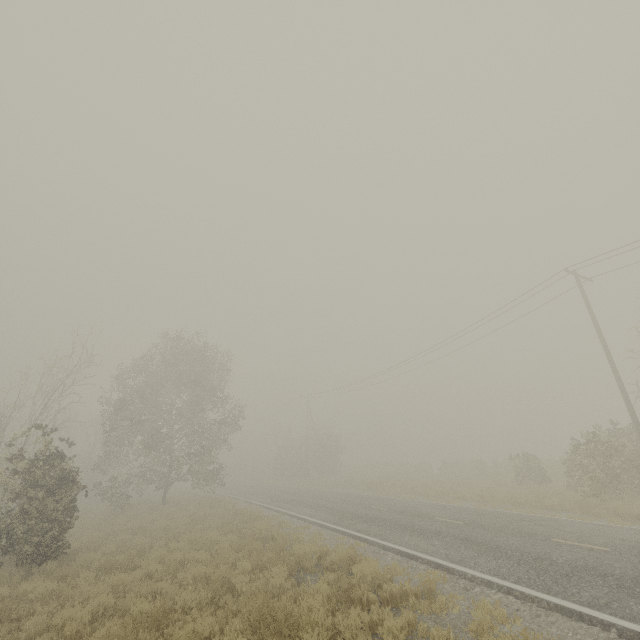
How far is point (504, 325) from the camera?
24.27m
